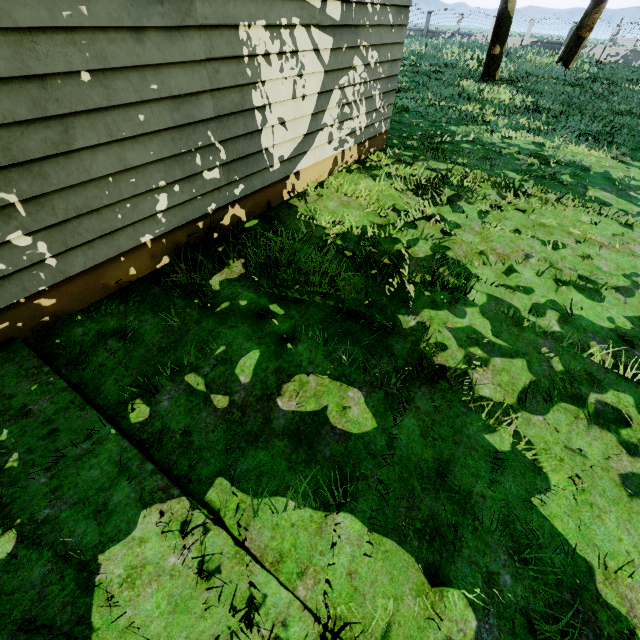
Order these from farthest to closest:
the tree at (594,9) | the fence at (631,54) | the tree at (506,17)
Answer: the fence at (631,54), the tree at (594,9), the tree at (506,17)

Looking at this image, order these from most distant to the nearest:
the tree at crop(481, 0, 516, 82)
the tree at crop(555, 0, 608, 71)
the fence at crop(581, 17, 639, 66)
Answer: the fence at crop(581, 17, 639, 66), the tree at crop(555, 0, 608, 71), the tree at crop(481, 0, 516, 82)

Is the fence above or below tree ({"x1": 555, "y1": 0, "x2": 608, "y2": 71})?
below

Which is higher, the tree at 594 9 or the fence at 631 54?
the tree at 594 9

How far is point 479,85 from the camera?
13.1m

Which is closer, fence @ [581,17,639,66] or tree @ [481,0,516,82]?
tree @ [481,0,516,82]

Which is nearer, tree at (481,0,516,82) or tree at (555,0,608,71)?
tree at (481,0,516,82)
